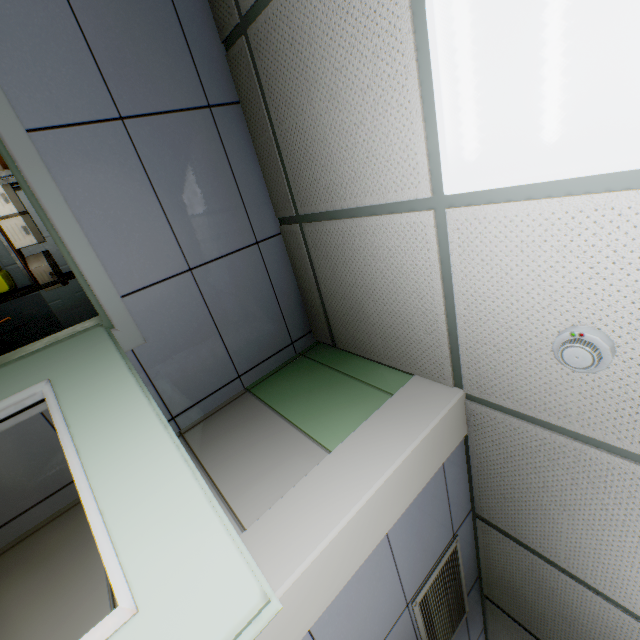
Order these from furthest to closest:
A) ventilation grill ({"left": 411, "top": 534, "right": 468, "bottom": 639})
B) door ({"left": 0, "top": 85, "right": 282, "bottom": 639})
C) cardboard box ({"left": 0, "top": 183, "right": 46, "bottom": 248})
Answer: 1. cardboard box ({"left": 0, "top": 183, "right": 46, "bottom": 248})
2. ventilation grill ({"left": 411, "top": 534, "right": 468, "bottom": 639})
3. door ({"left": 0, "top": 85, "right": 282, "bottom": 639})

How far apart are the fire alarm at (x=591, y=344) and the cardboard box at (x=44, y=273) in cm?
513

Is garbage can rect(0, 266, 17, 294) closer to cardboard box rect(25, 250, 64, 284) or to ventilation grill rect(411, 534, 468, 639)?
cardboard box rect(25, 250, 64, 284)

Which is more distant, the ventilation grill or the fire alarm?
the ventilation grill

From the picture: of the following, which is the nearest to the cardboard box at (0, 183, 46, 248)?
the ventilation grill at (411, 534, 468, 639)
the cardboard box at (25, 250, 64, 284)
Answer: the cardboard box at (25, 250, 64, 284)

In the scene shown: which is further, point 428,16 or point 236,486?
point 236,486

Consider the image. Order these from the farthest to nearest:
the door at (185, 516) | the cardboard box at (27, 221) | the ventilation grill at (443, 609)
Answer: the cardboard box at (27, 221) < the ventilation grill at (443, 609) < the door at (185, 516)
